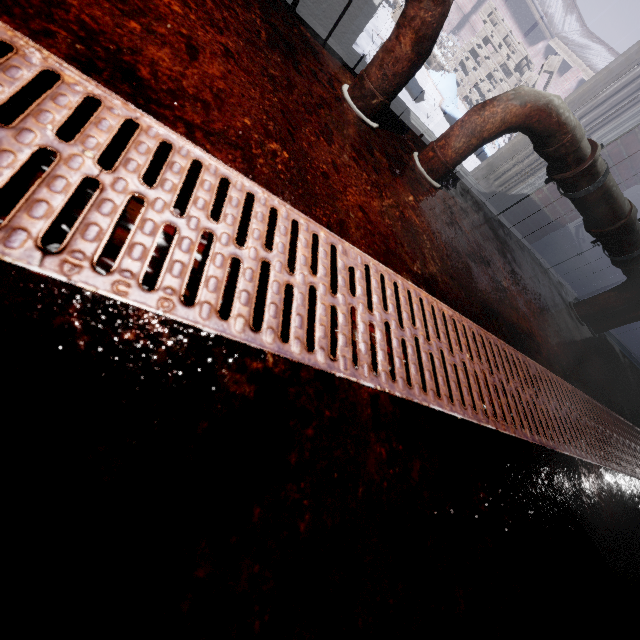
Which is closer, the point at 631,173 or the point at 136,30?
the point at 136,30

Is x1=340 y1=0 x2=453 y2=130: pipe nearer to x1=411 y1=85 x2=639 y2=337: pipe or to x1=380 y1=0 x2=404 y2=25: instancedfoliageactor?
x1=411 y1=85 x2=639 y2=337: pipe

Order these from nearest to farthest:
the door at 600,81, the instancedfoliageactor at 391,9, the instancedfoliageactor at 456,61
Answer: the door at 600,81, the instancedfoliageactor at 391,9, the instancedfoliageactor at 456,61

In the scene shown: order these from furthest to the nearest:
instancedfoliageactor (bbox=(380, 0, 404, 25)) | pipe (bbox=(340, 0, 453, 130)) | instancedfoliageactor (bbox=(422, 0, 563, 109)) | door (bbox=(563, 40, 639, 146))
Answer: Answer: instancedfoliageactor (bbox=(422, 0, 563, 109)) < instancedfoliageactor (bbox=(380, 0, 404, 25)) < door (bbox=(563, 40, 639, 146)) < pipe (bbox=(340, 0, 453, 130))

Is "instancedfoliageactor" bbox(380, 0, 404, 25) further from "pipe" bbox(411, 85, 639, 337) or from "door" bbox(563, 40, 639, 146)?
A: "pipe" bbox(411, 85, 639, 337)

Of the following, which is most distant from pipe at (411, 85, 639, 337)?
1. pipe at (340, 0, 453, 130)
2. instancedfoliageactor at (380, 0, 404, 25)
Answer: instancedfoliageactor at (380, 0, 404, 25)

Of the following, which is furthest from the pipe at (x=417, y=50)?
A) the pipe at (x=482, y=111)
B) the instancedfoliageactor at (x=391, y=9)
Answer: the instancedfoliageactor at (x=391, y=9)

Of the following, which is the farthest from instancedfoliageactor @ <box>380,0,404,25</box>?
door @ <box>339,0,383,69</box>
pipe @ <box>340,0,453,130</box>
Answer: pipe @ <box>340,0,453,130</box>
